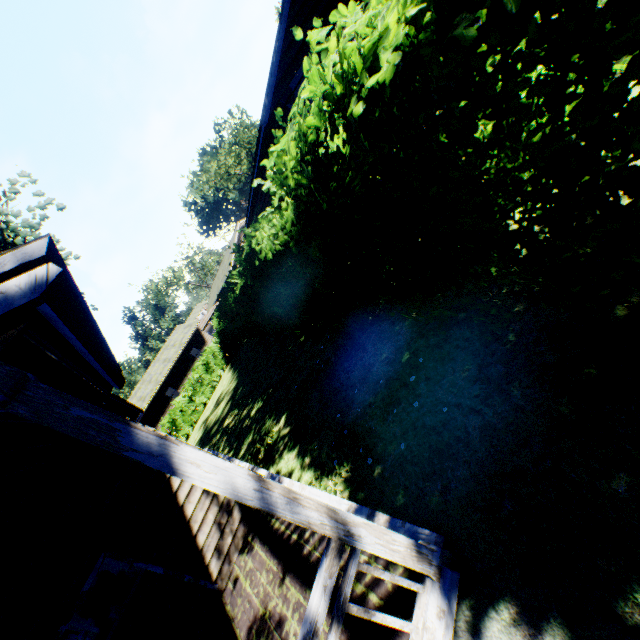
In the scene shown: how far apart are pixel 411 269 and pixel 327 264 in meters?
1.3 m

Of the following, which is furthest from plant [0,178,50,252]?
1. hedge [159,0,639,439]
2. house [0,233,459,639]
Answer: hedge [159,0,639,439]

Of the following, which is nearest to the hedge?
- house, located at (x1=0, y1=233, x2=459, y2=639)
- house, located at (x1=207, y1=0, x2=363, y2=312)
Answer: house, located at (x1=0, y1=233, x2=459, y2=639)

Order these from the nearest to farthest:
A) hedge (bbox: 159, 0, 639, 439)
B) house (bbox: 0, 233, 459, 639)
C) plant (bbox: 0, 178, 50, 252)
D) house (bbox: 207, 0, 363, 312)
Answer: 1. hedge (bbox: 159, 0, 639, 439)
2. house (bbox: 0, 233, 459, 639)
3. house (bbox: 207, 0, 363, 312)
4. plant (bbox: 0, 178, 50, 252)

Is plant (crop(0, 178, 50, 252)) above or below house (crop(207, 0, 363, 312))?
above

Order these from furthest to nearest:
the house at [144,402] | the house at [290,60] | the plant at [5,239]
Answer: the plant at [5,239] → the house at [290,60] → the house at [144,402]

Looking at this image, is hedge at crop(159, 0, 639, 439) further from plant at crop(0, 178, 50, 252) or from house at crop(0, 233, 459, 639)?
plant at crop(0, 178, 50, 252)

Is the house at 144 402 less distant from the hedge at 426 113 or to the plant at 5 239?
the hedge at 426 113
